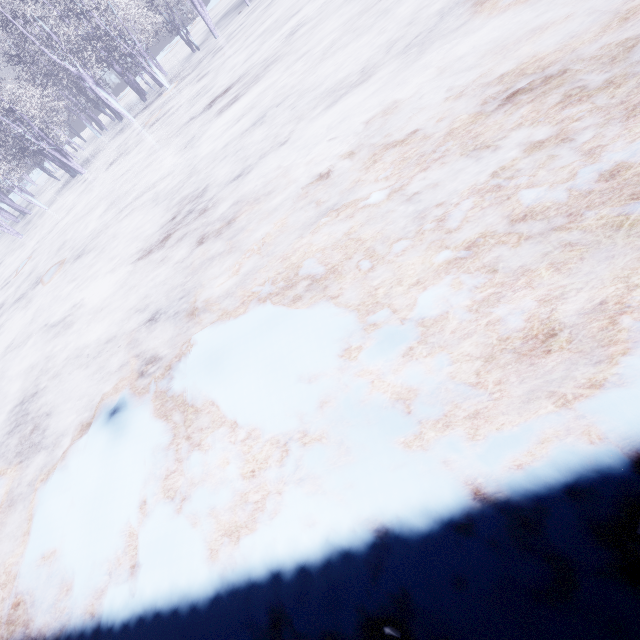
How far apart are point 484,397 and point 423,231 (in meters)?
1.34
